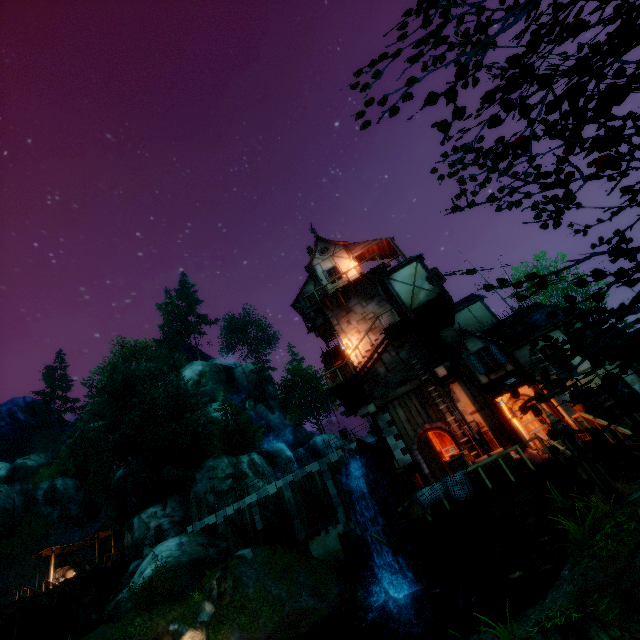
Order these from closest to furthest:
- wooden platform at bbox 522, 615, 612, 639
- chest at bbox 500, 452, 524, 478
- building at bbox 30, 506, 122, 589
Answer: wooden platform at bbox 522, 615, 612, 639, chest at bbox 500, 452, 524, 478, building at bbox 30, 506, 122, 589

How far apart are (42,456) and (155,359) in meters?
27.7 m

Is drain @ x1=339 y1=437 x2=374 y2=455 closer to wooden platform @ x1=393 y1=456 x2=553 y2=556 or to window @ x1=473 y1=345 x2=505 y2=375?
wooden platform @ x1=393 y1=456 x2=553 y2=556

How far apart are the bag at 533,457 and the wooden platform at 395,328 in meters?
7.6 m

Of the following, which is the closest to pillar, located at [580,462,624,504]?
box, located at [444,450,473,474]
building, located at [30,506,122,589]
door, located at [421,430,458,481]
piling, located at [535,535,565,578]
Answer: piling, located at [535,535,565,578]

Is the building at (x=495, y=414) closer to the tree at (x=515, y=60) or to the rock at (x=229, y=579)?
the tree at (x=515, y=60)

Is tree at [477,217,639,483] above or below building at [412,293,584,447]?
below

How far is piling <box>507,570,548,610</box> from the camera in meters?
8.3 m
